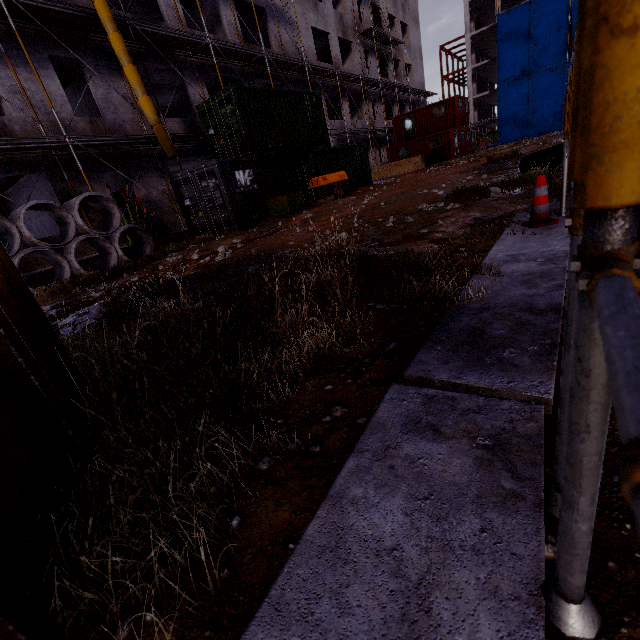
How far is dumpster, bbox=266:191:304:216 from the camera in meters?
13.4

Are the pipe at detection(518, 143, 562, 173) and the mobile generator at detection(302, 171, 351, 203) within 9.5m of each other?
yes

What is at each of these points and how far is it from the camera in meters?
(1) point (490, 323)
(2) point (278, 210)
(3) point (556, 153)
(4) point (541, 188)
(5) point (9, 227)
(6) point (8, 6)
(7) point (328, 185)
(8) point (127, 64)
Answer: (1) concrete column, 1.8
(2) dumpster, 13.7
(3) pipe, 7.4
(4) traffic cone, 3.3
(5) concrete pipe, 8.0
(6) scaffolding, 10.2
(7) mobile generator, 15.2
(8) waste chute, 11.4

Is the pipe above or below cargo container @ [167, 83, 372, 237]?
below

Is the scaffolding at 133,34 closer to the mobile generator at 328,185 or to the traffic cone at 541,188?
the mobile generator at 328,185

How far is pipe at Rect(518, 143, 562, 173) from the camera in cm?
710

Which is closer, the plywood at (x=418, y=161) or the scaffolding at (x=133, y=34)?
the scaffolding at (x=133, y=34)

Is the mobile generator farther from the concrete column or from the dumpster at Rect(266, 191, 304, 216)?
the concrete column
